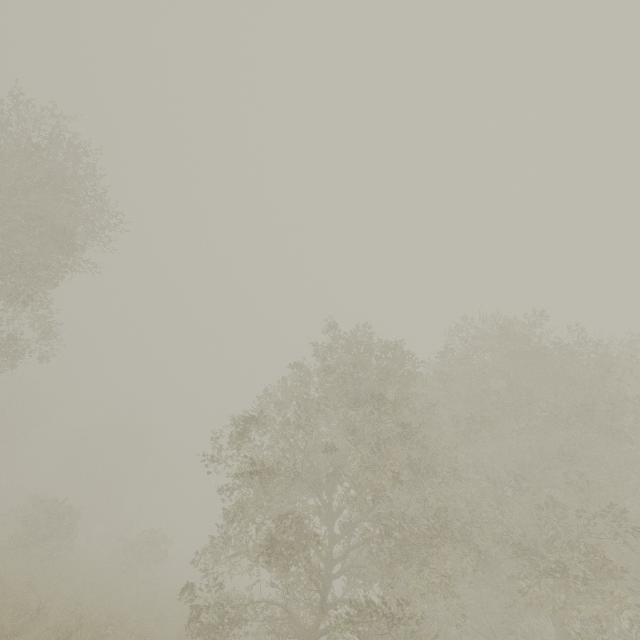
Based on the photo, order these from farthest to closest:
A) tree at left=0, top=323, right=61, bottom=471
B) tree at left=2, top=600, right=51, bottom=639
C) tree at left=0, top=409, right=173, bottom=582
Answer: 1. tree at left=0, top=409, right=173, bottom=582
2. tree at left=0, top=323, right=61, bottom=471
3. tree at left=2, top=600, right=51, bottom=639

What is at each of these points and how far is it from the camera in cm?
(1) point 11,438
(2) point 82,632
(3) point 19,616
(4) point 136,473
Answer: (1) tree, 4844
(2) tree, 1027
(3) tree, 1025
(4) tree, 5566

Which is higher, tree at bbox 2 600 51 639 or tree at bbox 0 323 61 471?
tree at bbox 0 323 61 471

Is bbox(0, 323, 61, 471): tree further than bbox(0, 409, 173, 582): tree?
No

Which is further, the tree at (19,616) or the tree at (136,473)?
the tree at (136,473)

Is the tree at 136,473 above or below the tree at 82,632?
above
